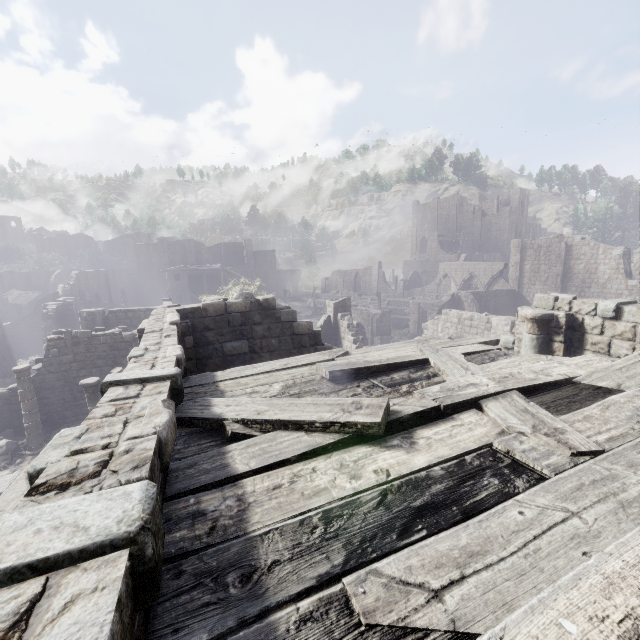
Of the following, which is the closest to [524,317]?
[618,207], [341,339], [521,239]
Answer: [341,339]

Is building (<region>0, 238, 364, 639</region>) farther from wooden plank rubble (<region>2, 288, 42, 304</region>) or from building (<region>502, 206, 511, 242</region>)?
wooden plank rubble (<region>2, 288, 42, 304</region>)

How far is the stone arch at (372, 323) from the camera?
34.2 meters

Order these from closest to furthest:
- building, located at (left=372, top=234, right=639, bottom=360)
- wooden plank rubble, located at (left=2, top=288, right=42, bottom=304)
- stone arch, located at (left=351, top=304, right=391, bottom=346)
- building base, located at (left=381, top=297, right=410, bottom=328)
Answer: building, located at (left=372, top=234, right=639, bottom=360) → stone arch, located at (left=351, top=304, right=391, bottom=346) → wooden plank rubble, located at (left=2, top=288, right=42, bottom=304) → building base, located at (left=381, top=297, right=410, bottom=328)

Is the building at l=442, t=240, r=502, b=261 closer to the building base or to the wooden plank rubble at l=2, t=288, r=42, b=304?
the wooden plank rubble at l=2, t=288, r=42, b=304

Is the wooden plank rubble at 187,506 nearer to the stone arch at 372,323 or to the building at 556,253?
the building at 556,253

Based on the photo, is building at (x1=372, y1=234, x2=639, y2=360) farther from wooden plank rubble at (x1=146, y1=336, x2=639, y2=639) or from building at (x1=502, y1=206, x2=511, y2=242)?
building at (x1=502, y1=206, x2=511, y2=242)
